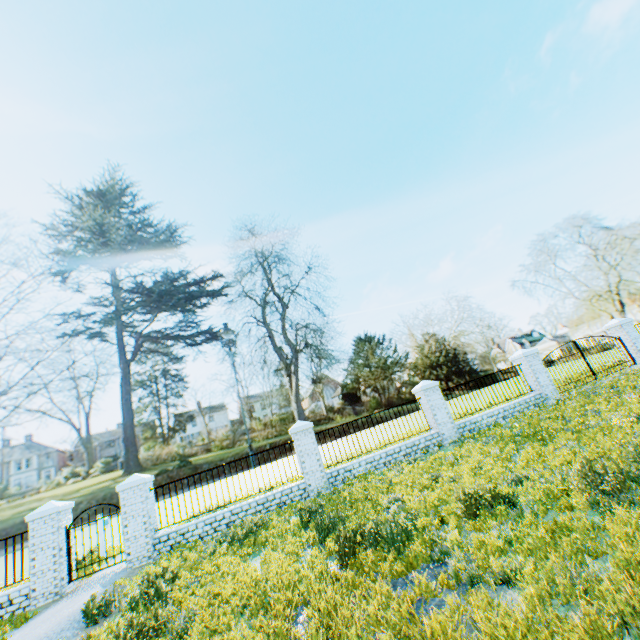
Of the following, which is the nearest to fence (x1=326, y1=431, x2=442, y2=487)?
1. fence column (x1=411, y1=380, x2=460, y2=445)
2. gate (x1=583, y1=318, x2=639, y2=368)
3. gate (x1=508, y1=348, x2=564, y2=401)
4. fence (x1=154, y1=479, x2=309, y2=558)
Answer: fence column (x1=411, y1=380, x2=460, y2=445)

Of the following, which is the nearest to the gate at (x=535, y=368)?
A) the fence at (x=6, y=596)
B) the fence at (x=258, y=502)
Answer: the fence at (x=258, y=502)

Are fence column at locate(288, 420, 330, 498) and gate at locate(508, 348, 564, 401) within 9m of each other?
no

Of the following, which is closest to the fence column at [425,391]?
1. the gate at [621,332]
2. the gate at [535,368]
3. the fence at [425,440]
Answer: the fence at [425,440]

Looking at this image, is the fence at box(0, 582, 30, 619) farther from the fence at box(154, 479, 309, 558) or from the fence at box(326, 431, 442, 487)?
the fence at box(326, 431, 442, 487)

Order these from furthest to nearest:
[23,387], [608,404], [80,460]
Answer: [80,460], [23,387], [608,404]

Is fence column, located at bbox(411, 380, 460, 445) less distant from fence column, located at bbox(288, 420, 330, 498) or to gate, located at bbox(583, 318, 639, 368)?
fence column, located at bbox(288, 420, 330, 498)

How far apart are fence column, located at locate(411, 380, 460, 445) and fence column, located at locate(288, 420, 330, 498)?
4.57m
